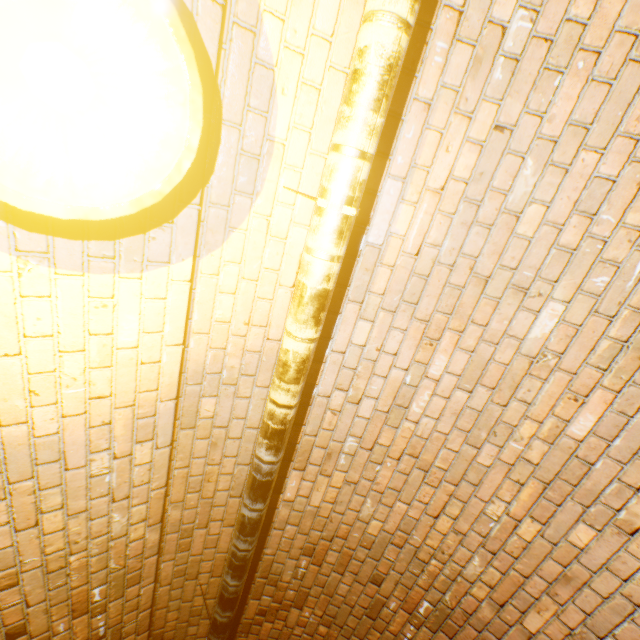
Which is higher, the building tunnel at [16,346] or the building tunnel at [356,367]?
the building tunnel at [16,346]

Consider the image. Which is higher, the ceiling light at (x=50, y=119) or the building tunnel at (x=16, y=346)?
the building tunnel at (x=16, y=346)

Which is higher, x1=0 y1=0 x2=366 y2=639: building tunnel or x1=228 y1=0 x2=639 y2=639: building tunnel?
x1=0 y1=0 x2=366 y2=639: building tunnel

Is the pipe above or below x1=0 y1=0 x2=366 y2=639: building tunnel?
below

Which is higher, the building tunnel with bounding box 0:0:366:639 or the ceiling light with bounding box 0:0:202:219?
the building tunnel with bounding box 0:0:366:639

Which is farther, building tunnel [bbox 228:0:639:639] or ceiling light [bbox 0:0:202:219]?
building tunnel [bbox 228:0:639:639]

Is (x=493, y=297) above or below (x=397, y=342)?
below
